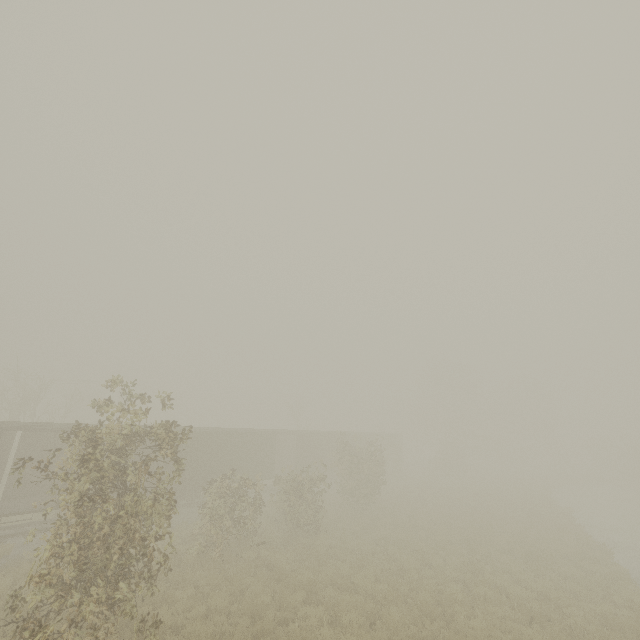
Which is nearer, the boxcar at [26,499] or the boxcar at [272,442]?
the boxcar at [26,499]

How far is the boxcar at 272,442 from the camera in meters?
21.3 m

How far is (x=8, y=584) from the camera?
11.4m

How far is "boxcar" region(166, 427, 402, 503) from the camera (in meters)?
21.30

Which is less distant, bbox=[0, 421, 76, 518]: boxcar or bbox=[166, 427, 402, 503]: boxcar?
bbox=[0, 421, 76, 518]: boxcar
